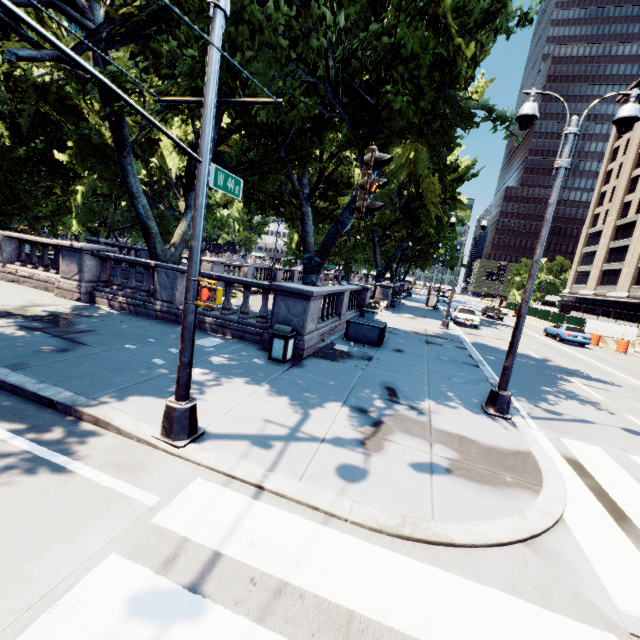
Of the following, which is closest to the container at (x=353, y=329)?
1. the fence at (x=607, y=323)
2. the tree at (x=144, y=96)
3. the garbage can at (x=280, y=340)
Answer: the tree at (x=144, y=96)

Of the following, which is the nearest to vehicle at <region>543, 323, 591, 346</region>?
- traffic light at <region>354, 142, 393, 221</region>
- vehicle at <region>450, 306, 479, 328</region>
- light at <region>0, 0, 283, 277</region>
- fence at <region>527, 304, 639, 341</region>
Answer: fence at <region>527, 304, 639, 341</region>

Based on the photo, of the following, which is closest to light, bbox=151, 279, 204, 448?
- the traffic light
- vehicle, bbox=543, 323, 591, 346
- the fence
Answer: the traffic light

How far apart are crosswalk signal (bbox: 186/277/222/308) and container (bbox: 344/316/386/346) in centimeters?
907cm

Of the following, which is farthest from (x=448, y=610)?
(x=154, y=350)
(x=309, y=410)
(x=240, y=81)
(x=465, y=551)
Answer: (x=240, y=81)

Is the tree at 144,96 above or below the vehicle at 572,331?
above

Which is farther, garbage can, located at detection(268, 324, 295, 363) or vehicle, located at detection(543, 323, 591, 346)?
vehicle, located at detection(543, 323, 591, 346)

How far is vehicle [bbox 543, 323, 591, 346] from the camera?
24.6m
